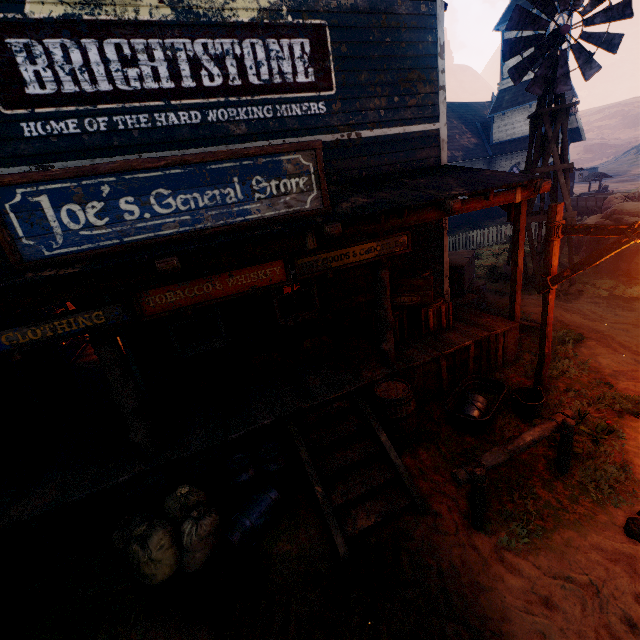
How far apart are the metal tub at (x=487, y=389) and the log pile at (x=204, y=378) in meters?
3.8

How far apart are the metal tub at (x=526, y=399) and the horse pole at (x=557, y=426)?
0.7m

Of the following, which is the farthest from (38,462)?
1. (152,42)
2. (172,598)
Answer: (152,42)

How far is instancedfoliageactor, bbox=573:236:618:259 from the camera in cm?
1134

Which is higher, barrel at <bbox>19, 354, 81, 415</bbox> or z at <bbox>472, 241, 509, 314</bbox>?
barrel at <bbox>19, 354, 81, 415</bbox>

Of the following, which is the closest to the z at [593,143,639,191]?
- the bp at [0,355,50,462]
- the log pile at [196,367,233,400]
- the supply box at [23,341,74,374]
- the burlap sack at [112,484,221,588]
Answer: the burlap sack at [112,484,221,588]

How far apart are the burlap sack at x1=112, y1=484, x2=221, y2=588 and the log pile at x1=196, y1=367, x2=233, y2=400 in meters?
1.5 m

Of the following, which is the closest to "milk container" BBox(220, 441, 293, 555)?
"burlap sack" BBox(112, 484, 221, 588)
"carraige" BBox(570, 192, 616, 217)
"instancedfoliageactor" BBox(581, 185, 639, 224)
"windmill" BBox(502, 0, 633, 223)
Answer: "burlap sack" BBox(112, 484, 221, 588)
